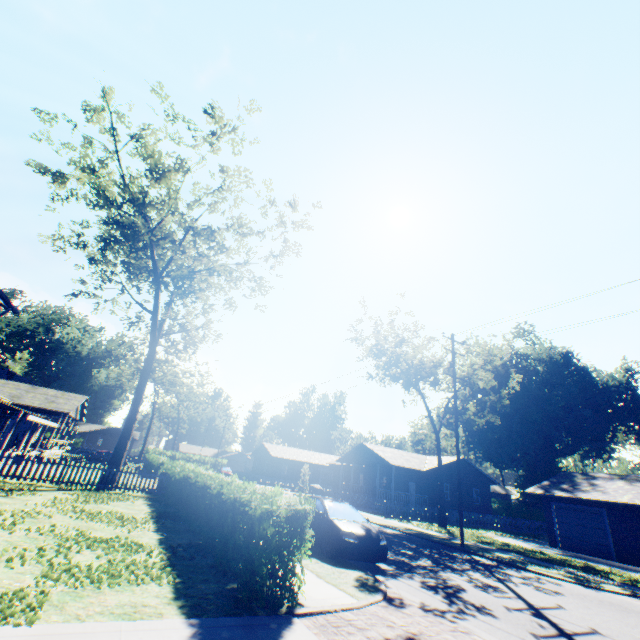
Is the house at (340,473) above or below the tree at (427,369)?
below

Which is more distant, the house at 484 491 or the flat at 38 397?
the house at 484 491

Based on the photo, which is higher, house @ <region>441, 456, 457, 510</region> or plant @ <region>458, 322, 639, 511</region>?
plant @ <region>458, 322, 639, 511</region>

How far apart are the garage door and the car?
20.9m

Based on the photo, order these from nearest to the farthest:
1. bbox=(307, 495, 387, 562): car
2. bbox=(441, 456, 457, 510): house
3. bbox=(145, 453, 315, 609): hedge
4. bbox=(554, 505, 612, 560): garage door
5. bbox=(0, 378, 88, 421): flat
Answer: bbox=(145, 453, 315, 609): hedge → bbox=(307, 495, 387, 562): car → bbox=(554, 505, 612, 560): garage door → bbox=(0, 378, 88, 421): flat → bbox=(441, 456, 457, 510): house

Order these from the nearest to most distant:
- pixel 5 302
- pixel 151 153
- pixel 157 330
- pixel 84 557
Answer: pixel 84 557 < pixel 5 302 < pixel 151 153 < pixel 157 330

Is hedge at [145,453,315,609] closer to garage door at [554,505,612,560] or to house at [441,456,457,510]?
house at [441,456,457,510]

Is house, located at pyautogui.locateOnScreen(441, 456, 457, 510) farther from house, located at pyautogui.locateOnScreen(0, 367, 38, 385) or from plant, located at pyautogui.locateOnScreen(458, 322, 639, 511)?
house, located at pyautogui.locateOnScreen(0, 367, 38, 385)
